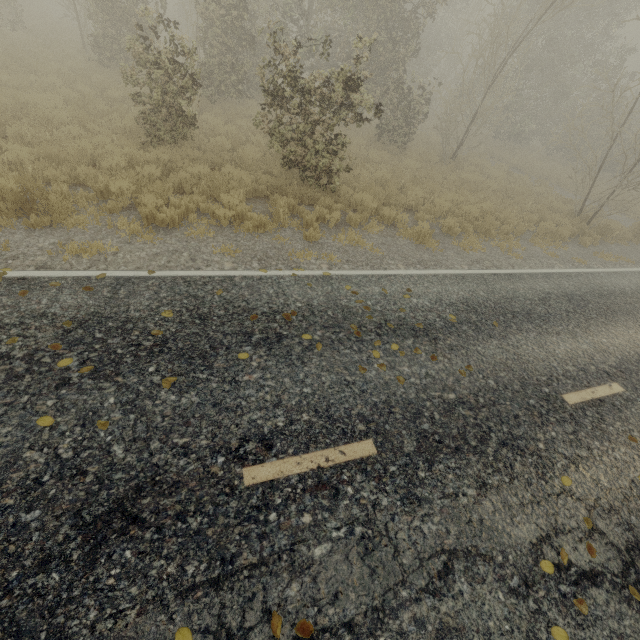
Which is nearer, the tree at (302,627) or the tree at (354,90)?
the tree at (302,627)

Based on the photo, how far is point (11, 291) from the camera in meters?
4.4 m

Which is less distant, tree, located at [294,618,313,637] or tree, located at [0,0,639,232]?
tree, located at [294,618,313,637]

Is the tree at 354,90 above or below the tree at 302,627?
above

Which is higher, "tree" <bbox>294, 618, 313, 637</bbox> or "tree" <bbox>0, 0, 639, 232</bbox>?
"tree" <bbox>0, 0, 639, 232</bbox>
